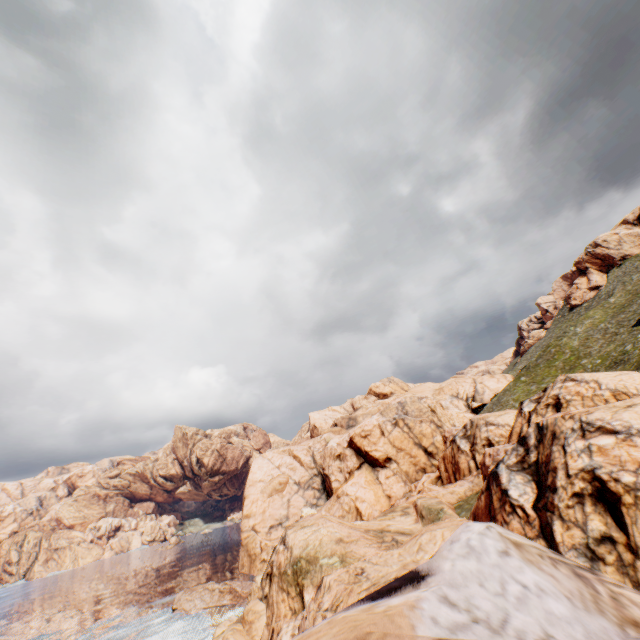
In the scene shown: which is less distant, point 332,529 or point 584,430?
point 584,430
